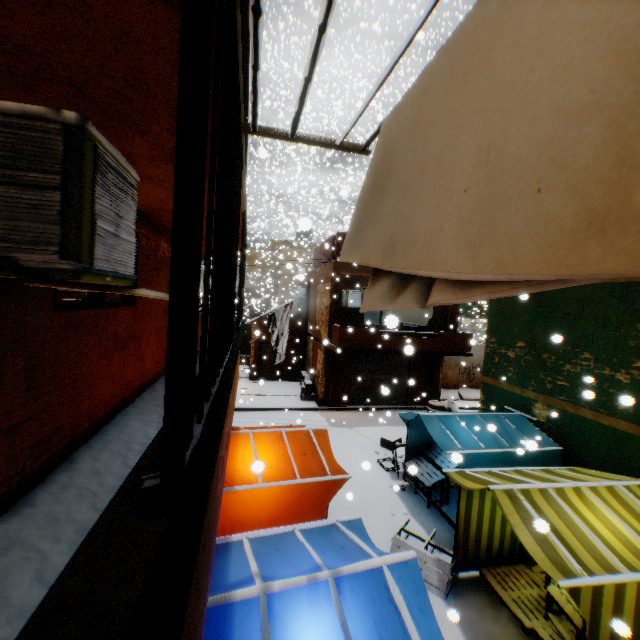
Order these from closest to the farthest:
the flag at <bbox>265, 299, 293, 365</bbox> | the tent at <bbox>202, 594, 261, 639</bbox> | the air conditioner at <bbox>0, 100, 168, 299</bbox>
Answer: the air conditioner at <bbox>0, 100, 168, 299</bbox> < the tent at <bbox>202, 594, 261, 639</bbox> < the flag at <bbox>265, 299, 293, 365</bbox>

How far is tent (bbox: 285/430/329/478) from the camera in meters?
6.0 m

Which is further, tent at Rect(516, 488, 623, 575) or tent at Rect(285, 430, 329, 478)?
tent at Rect(285, 430, 329, 478)

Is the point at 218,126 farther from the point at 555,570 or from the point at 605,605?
the point at 605,605

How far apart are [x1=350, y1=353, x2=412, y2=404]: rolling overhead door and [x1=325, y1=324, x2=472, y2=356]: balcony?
0.0 meters

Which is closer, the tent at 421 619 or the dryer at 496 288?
the dryer at 496 288

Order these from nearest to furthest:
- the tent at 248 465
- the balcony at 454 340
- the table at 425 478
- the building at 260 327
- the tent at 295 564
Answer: the tent at 295 564, the tent at 248 465, the table at 425 478, the balcony at 454 340, the building at 260 327
